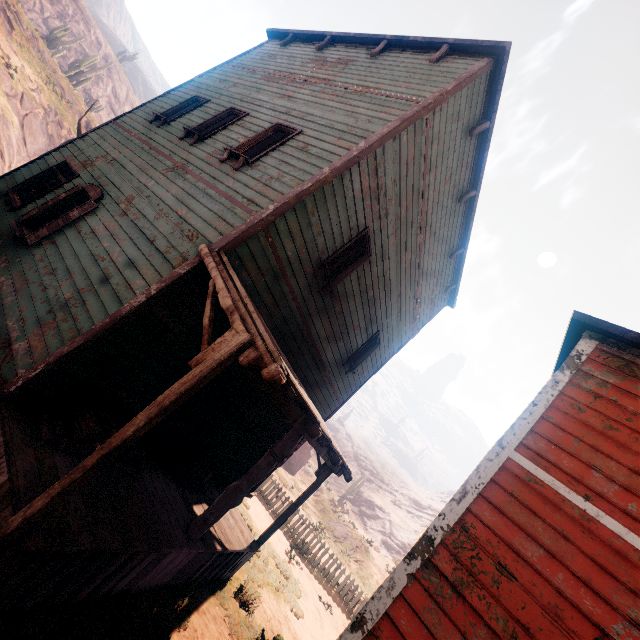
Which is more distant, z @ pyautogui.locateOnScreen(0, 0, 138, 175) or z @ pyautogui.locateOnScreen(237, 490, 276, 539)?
z @ pyautogui.locateOnScreen(0, 0, 138, 175)

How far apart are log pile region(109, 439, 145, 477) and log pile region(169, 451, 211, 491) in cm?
117

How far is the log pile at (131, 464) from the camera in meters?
4.9 m

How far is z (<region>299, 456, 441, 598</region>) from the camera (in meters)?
19.91

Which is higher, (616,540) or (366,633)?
(616,540)

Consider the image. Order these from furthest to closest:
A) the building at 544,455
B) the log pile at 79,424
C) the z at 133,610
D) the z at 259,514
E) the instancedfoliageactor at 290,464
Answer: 1. the instancedfoliageactor at 290,464
2. the z at 259,514
3. the log pile at 79,424
4. the z at 133,610
5. the building at 544,455
